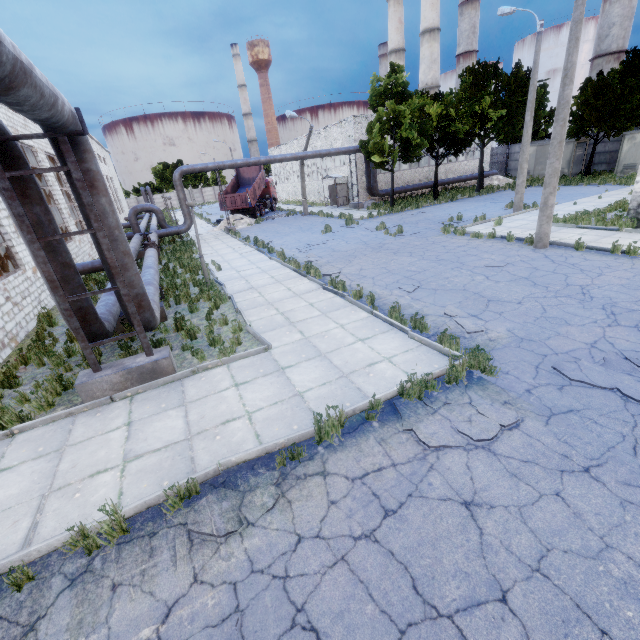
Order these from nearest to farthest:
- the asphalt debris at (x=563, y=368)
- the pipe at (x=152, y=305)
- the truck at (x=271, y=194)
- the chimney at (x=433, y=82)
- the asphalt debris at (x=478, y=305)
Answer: the asphalt debris at (x=563, y=368), the pipe at (x=152, y=305), the asphalt debris at (x=478, y=305), the truck at (x=271, y=194), the chimney at (x=433, y=82)

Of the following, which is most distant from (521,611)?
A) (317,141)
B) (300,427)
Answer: (317,141)

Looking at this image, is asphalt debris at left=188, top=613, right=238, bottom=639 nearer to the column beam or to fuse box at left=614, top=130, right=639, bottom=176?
the column beam

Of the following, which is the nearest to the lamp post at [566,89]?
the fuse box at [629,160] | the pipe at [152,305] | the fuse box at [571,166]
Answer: the pipe at [152,305]

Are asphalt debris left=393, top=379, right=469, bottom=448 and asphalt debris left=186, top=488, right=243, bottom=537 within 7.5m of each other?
yes

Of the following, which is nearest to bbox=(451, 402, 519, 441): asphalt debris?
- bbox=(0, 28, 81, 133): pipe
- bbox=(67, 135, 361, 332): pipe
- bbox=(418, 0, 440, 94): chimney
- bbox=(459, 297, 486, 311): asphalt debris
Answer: bbox=(459, 297, 486, 311): asphalt debris

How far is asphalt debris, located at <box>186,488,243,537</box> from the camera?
3.77m

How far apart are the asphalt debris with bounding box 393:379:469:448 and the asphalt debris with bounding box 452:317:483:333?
1.9 meters
